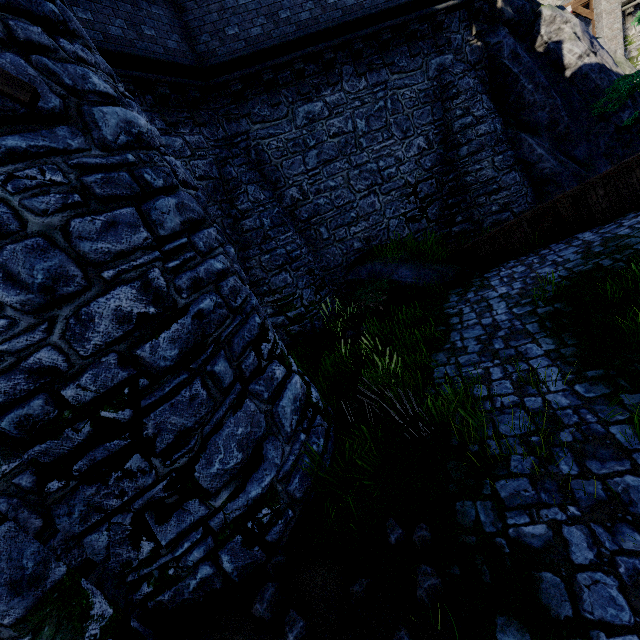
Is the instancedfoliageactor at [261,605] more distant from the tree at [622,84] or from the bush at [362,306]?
the tree at [622,84]

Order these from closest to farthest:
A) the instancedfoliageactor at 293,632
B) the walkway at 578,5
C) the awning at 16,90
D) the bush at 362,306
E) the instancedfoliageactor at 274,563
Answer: the awning at 16,90 < the instancedfoliageactor at 293,632 < the instancedfoliageactor at 274,563 < the bush at 362,306 < the walkway at 578,5

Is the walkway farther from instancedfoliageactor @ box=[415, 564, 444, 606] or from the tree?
instancedfoliageactor @ box=[415, 564, 444, 606]

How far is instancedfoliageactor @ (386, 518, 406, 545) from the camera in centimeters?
329cm

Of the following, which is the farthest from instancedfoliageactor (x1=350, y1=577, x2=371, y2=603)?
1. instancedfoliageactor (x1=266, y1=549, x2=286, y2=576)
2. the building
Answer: the building

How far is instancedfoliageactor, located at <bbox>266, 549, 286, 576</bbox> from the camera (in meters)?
3.54

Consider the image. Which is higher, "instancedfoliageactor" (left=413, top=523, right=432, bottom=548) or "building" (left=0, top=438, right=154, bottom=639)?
"building" (left=0, top=438, right=154, bottom=639)

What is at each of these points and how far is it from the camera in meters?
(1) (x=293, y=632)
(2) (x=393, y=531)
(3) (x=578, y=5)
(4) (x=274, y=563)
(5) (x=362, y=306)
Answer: (1) instancedfoliageactor, 2.9 m
(2) instancedfoliageactor, 3.4 m
(3) walkway, 21.8 m
(4) instancedfoliageactor, 3.6 m
(5) bush, 9.8 m
